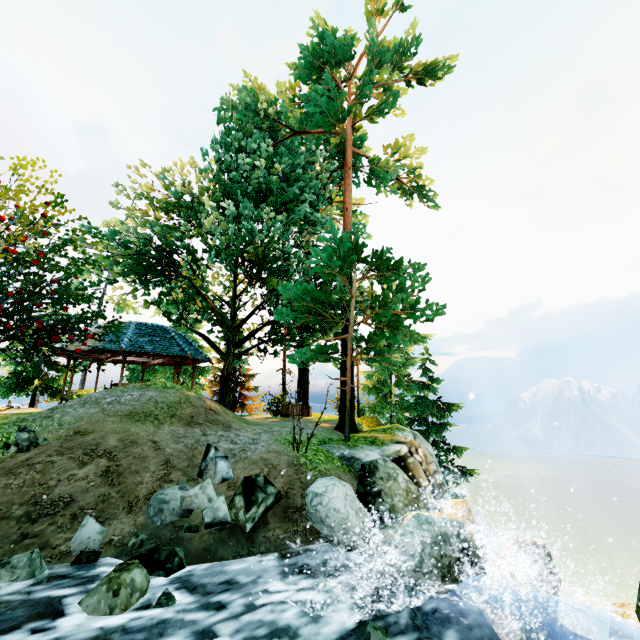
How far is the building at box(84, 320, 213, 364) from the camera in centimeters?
1380cm

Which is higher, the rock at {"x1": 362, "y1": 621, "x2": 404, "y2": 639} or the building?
the building

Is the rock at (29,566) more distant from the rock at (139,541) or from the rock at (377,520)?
the rock at (377,520)

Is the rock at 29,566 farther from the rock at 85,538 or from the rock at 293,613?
the rock at 293,613

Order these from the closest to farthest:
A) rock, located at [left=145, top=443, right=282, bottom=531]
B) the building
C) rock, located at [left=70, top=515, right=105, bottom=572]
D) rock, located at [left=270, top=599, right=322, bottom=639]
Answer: rock, located at [left=270, top=599, right=322, bottom=639], rock, located at [left=70, top=515, right=105, bottom=572], rock, located at [left=145, top=443, right=282, bottom=531], the building

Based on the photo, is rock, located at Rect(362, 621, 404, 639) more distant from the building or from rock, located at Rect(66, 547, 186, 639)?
the building

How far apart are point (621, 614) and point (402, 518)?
5.5 meters

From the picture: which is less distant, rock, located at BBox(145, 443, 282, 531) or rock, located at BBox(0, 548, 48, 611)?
rock, located at BBox(0, 548, 48, 611)
